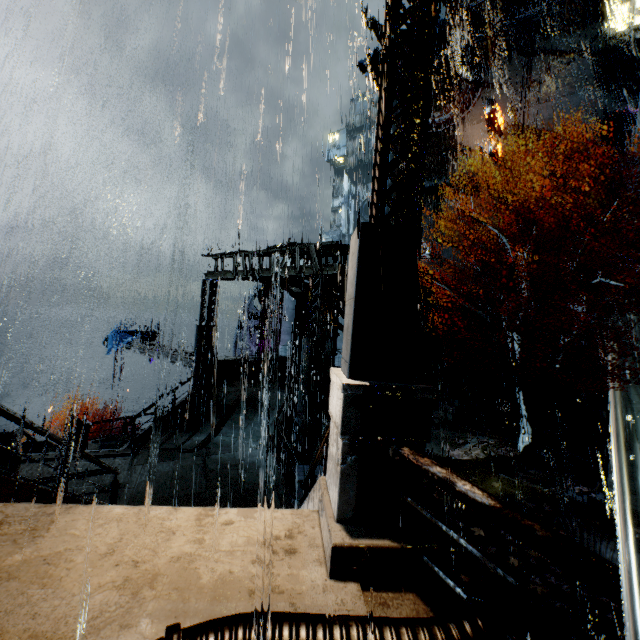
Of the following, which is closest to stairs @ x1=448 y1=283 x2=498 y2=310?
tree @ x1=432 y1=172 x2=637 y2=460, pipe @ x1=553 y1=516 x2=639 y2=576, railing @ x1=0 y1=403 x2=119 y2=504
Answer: tree @ x1=432 y1=172 x2=637 y2=460

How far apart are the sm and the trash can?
8.2 meters

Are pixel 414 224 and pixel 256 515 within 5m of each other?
yes

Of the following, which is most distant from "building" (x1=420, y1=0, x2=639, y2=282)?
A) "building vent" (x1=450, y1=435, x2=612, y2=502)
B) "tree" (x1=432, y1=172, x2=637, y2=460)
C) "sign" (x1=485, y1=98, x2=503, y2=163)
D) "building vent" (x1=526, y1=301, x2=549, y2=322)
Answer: "building vent" (x1=450, y1=435, x2=612, y2=502)

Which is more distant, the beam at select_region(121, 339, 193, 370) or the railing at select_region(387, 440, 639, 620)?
the beam at select_region(121, 339, 193, 370)

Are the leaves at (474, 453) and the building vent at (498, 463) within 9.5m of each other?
yes

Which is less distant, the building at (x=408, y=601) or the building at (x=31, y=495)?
the building at (x=408, y=601)

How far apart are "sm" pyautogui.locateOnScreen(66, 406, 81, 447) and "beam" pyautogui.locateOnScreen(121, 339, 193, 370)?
5.1 meters
